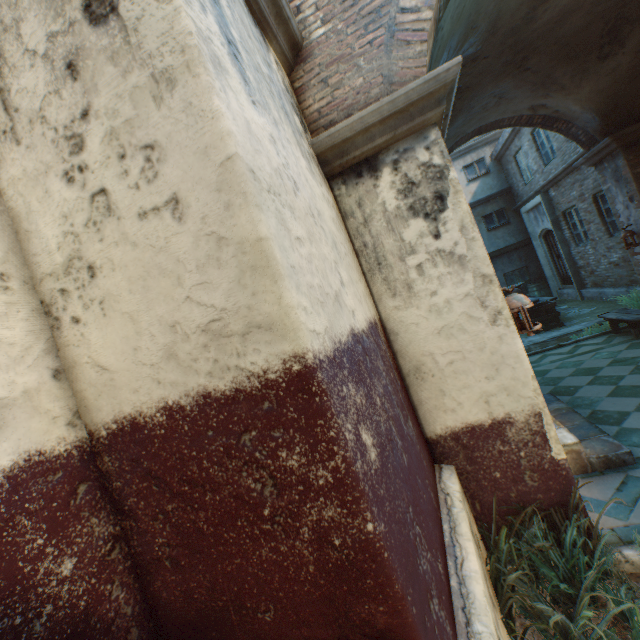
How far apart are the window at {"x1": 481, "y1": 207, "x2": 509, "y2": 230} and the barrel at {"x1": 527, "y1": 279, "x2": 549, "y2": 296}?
3.0 meters

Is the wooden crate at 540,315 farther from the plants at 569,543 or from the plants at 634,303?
the plants at 569,543

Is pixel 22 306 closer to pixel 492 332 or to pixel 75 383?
pixel 75 383

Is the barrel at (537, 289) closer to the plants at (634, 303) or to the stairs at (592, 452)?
the plants at (634, 303)

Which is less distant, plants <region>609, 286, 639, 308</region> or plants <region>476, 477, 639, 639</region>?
plants <region>476, 477, 639, 639</region>

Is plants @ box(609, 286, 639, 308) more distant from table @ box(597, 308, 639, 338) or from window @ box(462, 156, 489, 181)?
window @ box(462, 156, 489, 181)

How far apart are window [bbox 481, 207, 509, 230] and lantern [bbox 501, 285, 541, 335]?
13.79m

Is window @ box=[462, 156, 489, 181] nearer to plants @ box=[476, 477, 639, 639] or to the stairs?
the stairs
